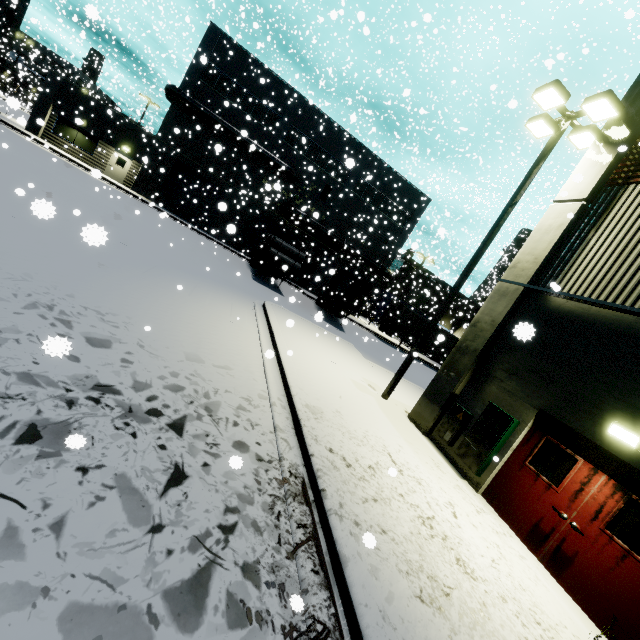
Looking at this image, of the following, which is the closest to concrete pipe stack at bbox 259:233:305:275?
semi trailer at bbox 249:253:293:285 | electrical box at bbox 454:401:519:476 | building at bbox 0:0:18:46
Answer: semi trailer at bbox 249:253:293:285

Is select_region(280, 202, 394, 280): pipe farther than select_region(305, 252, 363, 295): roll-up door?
Yes

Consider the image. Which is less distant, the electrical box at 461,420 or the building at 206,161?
the electrical box at 461,420

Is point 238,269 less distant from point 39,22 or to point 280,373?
point 280,373

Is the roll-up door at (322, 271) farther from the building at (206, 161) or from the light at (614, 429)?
the light at (614, 429)

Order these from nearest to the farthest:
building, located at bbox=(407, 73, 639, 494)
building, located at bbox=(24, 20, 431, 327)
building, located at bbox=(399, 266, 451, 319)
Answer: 1. building, located at bbox=(407, 73, 639, 494)
2. building, located at bbox=(24, 20, 431, 327)
3. building, located at bbox=(399, 266, 451, 319)

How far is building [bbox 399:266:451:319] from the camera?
39.7m

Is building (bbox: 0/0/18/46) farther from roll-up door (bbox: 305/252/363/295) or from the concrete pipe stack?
the concrete pipe stack
